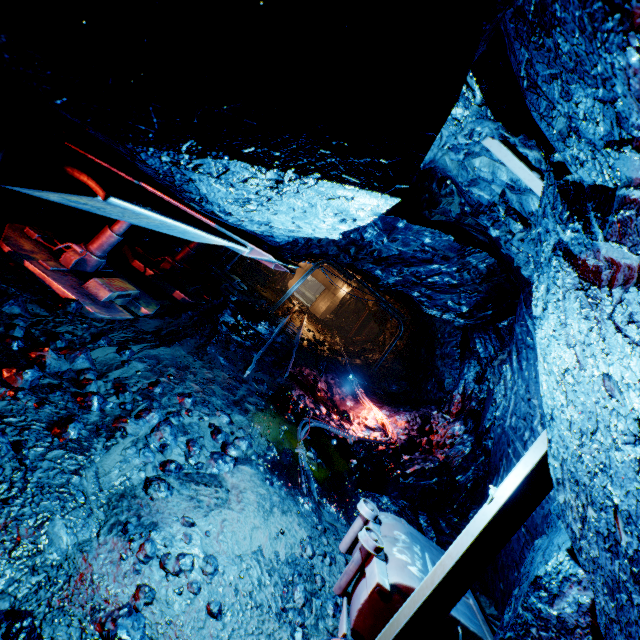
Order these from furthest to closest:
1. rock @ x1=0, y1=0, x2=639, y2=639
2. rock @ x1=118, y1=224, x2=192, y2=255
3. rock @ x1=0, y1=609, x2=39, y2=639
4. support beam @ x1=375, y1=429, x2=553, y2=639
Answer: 1. rock @ x1=118, y1=224, x2=192, y2=255
2. support beam @ x1=375, y1=429, x2=553, y2=639
3. rock @ x1=0, y1=609, x2=39, y2=639
4. rock @ x1=0, y1=0, x2=639, y2=639

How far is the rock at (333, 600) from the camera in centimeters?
303cm

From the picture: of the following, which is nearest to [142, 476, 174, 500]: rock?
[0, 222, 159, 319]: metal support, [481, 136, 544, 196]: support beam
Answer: [481, 136, 544, 196]: support beam

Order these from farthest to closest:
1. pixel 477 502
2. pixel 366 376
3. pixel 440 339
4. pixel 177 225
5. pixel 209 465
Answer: pixel 366 376, pixel 440 339, pixel 477 502, pixel 209 465, pixel 177 225

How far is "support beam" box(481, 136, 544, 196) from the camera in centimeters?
183cm

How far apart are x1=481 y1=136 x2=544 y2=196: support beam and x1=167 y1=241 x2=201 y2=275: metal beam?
7.0 meters

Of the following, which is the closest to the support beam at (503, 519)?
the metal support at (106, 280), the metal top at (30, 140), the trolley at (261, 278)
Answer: the metal top at (30, 140)

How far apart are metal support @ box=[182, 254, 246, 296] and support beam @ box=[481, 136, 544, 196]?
8.84m
